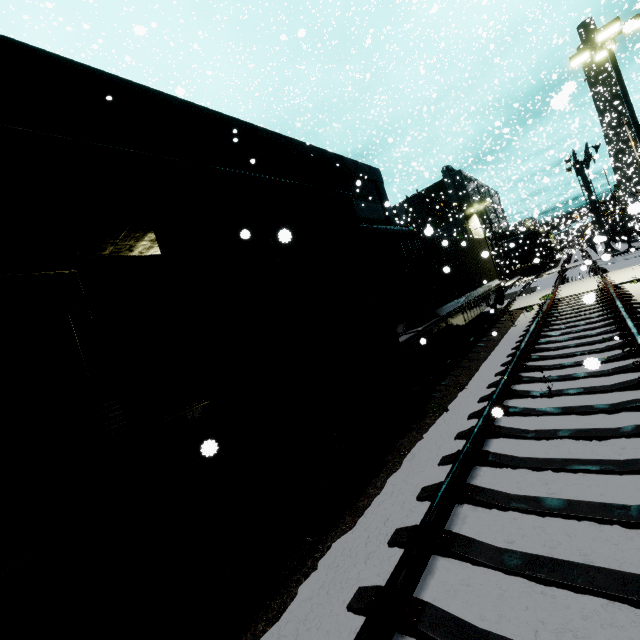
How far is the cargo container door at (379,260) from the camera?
8.8m

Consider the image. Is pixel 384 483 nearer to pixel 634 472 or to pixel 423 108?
pixel 634 472

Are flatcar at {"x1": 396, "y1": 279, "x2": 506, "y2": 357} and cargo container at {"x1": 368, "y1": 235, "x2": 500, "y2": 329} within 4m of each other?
yes

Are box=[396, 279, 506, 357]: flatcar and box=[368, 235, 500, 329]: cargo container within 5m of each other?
yes

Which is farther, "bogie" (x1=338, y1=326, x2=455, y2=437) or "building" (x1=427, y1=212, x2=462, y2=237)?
"building" (x1=427, y1=212, x2=462, y2=237)

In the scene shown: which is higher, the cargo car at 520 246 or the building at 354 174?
the building at 354 174

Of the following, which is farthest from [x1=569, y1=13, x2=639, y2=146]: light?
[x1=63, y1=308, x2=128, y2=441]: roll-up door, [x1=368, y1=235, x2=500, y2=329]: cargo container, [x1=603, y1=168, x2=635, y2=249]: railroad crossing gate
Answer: [x1=63, y1=308, x2=128, y2=441]: roll-up door

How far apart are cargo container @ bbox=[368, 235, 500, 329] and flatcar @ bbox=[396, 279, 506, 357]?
0.0m
